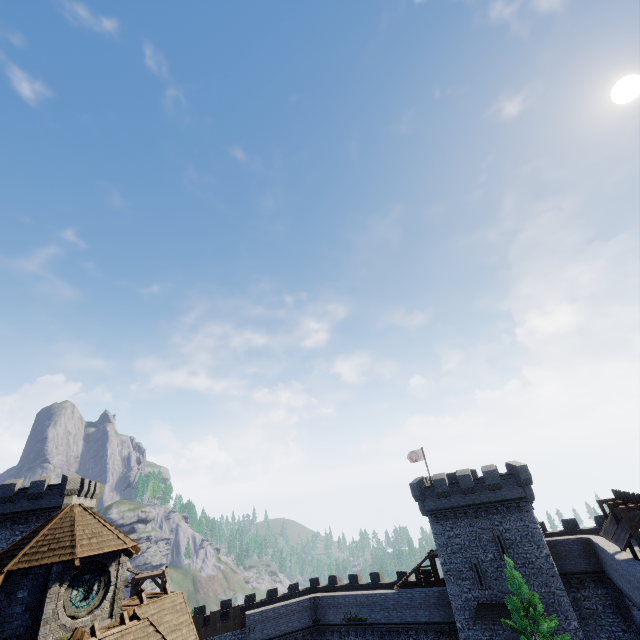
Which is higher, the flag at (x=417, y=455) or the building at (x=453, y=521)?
the flag at (x=417, y=455)

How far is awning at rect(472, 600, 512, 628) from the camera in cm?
2830

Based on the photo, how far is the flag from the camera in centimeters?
4071cm

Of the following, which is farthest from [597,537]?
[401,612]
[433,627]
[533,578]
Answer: [401,612]

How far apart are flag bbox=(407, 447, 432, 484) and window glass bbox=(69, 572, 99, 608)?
35.6m

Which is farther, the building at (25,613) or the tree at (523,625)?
the tree at (523,625)

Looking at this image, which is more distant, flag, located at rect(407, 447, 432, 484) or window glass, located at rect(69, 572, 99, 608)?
flag, located at rect(407, 447, 432, 484)

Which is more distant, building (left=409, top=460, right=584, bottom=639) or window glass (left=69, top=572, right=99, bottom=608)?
building (left=409, top=460, right=584, bottom=639)
